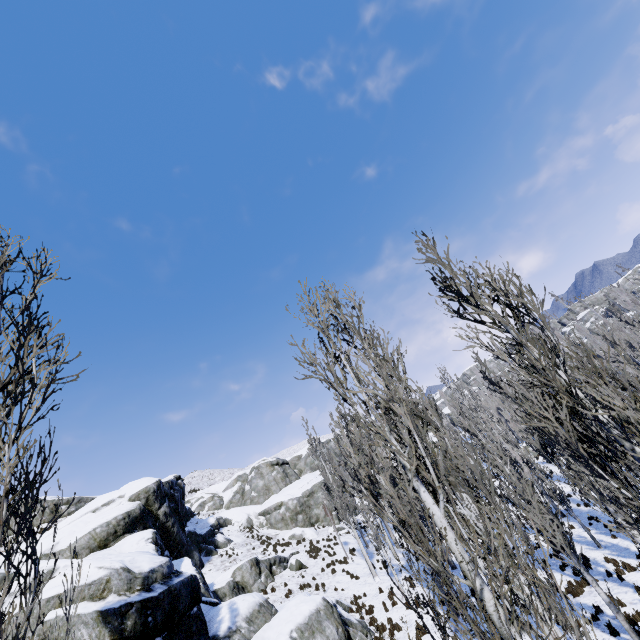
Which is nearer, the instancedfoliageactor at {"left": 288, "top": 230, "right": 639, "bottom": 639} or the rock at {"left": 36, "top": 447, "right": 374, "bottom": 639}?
the instancedfoliageactor at {"left": 288, "top": 230, "right": 639, "bottom": 639}

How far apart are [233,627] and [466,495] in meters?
11.0 m

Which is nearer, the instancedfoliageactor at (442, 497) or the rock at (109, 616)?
the instancedfoliageactor at (442, 497)
